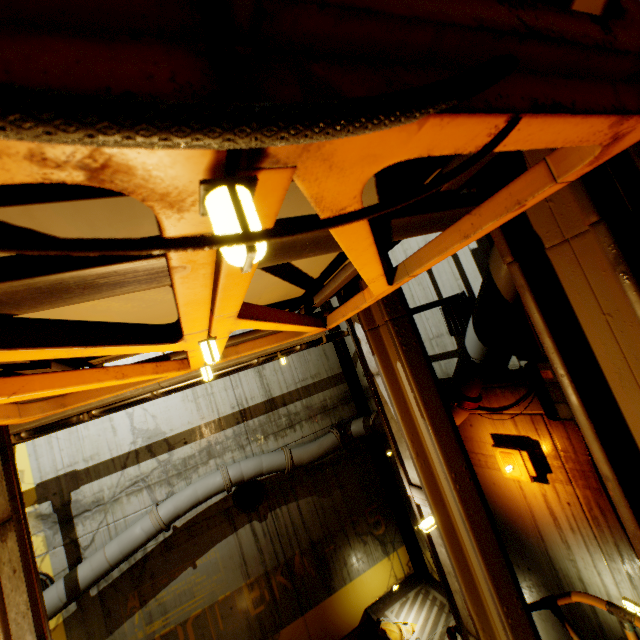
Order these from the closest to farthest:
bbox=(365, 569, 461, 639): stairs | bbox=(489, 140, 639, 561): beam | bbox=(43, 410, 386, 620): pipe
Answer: bbox=(489, 140, 639, 561): beam
bbox=(43, 410, 386, 620): pipe
bbox=(365, 569, 461, 639): stairs

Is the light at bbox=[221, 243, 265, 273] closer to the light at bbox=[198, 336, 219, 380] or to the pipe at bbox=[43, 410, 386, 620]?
the light at bbox=[198, 336, 219, 380]

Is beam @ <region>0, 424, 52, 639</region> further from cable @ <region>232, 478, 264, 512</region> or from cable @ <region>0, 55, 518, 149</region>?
cable @ <region>232, 478, 264, 512</region>

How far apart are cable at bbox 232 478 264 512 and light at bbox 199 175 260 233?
9.3m

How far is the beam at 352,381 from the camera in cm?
981

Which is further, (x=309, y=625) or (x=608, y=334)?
(x=309, y=625)

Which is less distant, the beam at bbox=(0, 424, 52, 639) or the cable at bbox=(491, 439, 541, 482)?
the beam at bbox=(0, 424, 52, 639)

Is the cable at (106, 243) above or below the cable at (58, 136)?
below
